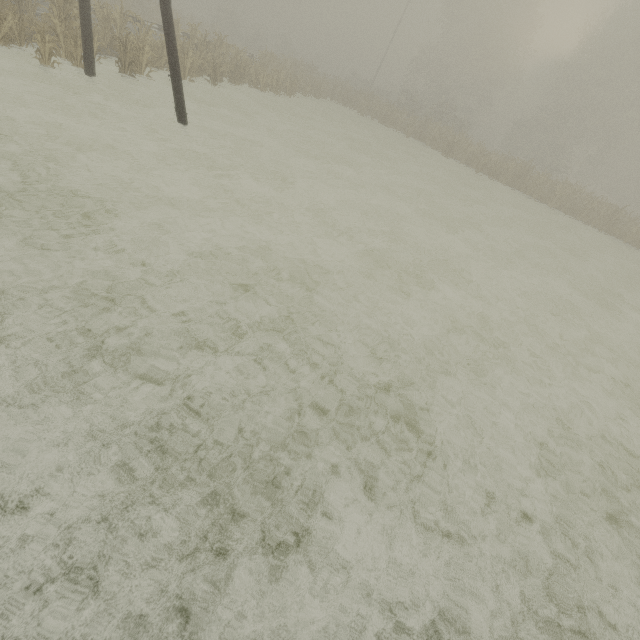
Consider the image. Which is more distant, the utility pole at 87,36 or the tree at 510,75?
the tree at 510,75

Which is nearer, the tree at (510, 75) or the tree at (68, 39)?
the tree at (68, 39)

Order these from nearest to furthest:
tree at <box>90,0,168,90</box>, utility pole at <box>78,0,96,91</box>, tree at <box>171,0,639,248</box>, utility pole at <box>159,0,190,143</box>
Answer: utility pole at <box>159,0,190,143</box>
utility pole at <box>78,0,96,91</box>
tree at <box>90,0,168,90</box>
tree at <box>171,0,639,248</box>

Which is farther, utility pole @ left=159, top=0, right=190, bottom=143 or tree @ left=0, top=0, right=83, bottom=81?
tree @ left=0, top=0, right=83, bottom=81

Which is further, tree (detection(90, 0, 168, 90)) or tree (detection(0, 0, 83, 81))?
tree (detection(90, 0, 168, 90))

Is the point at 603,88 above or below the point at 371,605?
above
